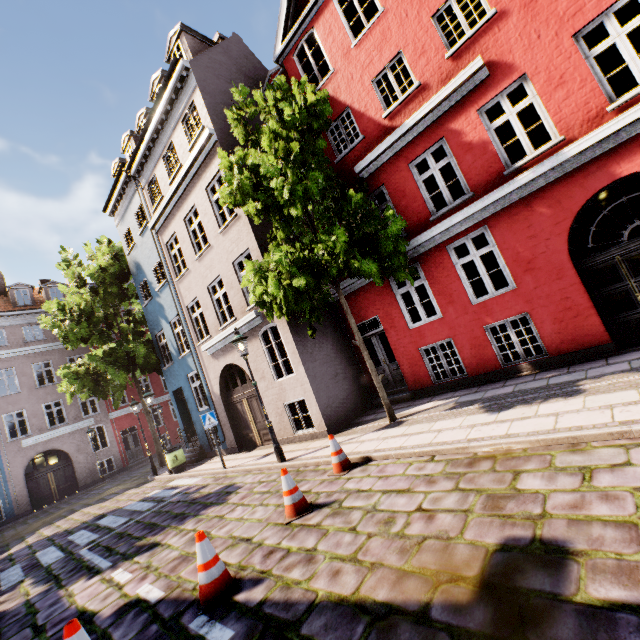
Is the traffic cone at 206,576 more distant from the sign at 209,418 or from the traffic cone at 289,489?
the sign at 209,418

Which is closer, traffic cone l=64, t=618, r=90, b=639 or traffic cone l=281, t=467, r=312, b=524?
traffic cone l=64, t=618, r=90, b=639

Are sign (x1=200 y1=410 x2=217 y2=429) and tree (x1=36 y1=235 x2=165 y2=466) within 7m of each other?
no

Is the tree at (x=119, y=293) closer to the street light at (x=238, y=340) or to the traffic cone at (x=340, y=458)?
the street light at (x=238, y=340)

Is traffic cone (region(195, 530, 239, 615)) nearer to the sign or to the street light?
the street light

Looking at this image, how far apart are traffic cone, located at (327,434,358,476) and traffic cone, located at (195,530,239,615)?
2.57m

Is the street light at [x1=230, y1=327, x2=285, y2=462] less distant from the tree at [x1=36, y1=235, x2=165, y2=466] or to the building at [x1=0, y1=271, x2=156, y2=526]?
the building at [x1=0, y1=271, x2=156, y2=526]

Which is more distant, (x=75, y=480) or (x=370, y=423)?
(x=75, y=480)
